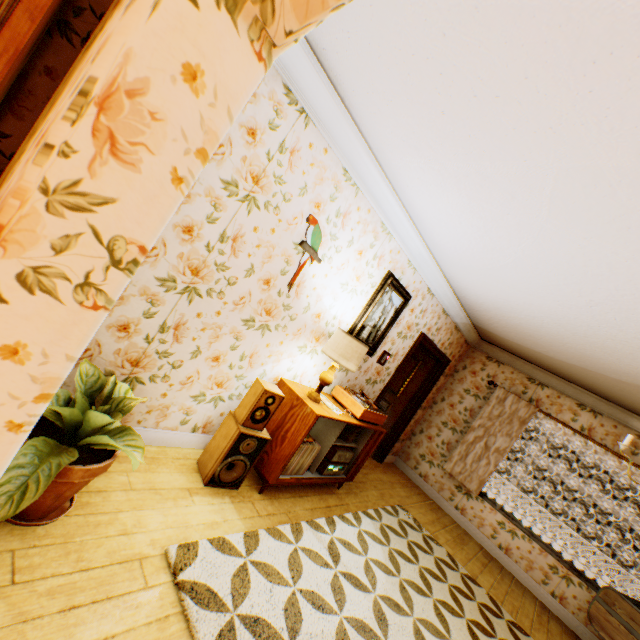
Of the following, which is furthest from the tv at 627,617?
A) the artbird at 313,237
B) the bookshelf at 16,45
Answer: the bookshelf at 16,45

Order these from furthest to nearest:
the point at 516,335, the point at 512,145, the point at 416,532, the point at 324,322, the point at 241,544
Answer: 1. the point at 516,335
2. the point at 416,532
3. the point at 324,322
4. the point at 241,544
5. the point at 512,145

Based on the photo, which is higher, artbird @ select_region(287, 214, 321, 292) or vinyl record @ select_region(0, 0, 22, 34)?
artbird @ select_region(287, 214, 321, 292)

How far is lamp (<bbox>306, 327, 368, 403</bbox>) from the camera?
3.17m

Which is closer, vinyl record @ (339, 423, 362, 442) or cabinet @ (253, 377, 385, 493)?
cabinet @ (253, 377, 385, 493)

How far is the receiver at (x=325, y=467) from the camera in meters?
3.7

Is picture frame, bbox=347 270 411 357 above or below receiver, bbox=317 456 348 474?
above

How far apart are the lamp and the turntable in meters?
0.5 m
